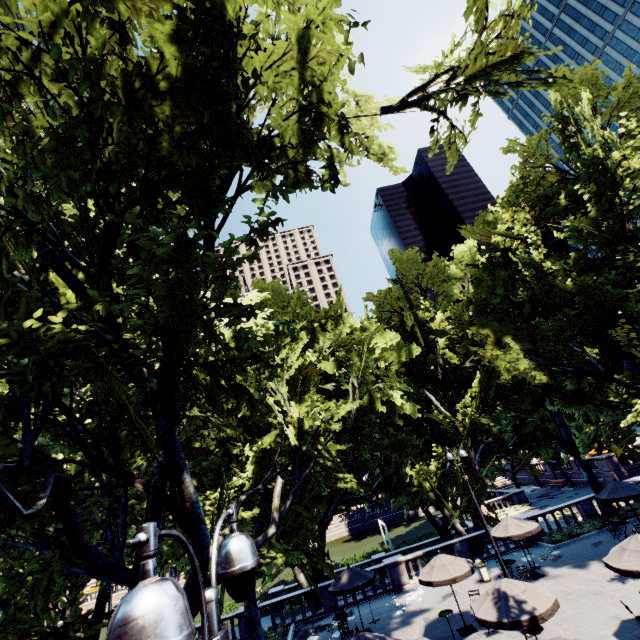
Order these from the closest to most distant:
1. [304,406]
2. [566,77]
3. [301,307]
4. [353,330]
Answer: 1. [566,77]
2. [304,406]
3. [353,330]
4. [301,307]

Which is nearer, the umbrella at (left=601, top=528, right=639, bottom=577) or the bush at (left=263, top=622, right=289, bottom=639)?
the umbrella at (left=601, top=528, right=639, bottom=577)

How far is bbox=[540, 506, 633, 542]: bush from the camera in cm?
2169

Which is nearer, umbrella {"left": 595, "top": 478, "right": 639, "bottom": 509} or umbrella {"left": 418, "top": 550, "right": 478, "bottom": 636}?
umbrella {"left": 418, "top": 550, "right": 478, "bottom": 636}

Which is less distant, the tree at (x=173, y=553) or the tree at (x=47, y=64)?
the tree at (x=47, y=64)

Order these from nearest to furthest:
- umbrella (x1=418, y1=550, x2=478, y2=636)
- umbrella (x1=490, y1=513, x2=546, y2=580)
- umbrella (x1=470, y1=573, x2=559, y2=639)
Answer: umbrella (x1=470, y1=573, x2=559, y2=639)
umbrella (x1=418, y1=550, x2=478, y2=636)
umbrella (x1=490, y1=513, x2=546, y2=580)

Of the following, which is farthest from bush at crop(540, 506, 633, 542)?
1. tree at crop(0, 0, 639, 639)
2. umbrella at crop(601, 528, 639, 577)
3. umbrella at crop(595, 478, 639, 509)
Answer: umbrella at crop(601, 528, 639, 577)

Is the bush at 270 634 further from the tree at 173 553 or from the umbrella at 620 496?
the umbrella at 620 496
